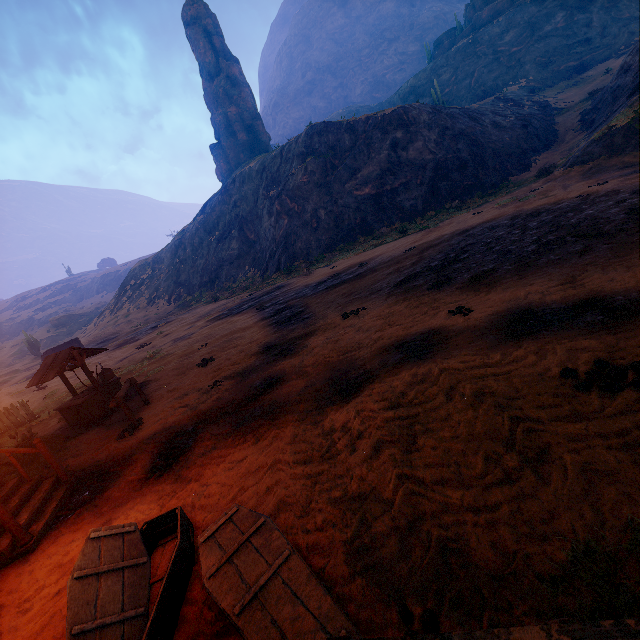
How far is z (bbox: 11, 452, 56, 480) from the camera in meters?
7.4

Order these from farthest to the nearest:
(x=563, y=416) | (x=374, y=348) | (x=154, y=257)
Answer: (x=154, y=257)
(x=374, y=348)
(x=563, y=416)

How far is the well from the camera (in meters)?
9.55

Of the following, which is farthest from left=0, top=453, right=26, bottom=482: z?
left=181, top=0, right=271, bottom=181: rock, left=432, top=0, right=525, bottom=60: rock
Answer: left=181, top=0, right=271, bottom=181: rock

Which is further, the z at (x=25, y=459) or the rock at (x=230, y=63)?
the rock at (x=230, y=63)

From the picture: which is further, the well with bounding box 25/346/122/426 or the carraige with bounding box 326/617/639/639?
the well with bounding box 25/346/122/426

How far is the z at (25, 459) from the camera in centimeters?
739cm

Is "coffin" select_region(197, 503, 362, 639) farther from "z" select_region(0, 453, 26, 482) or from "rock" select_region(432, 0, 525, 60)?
"rock" select_region(432, 0, 525, 60)
